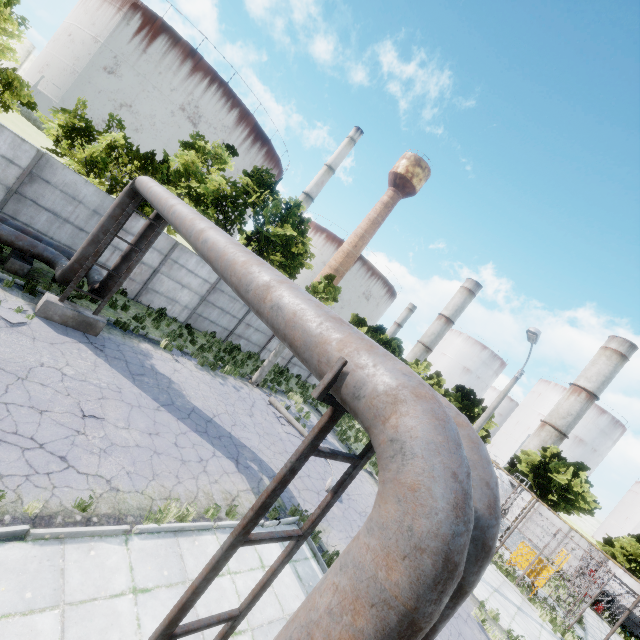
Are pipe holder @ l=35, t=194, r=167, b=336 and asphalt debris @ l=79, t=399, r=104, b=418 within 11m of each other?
yes

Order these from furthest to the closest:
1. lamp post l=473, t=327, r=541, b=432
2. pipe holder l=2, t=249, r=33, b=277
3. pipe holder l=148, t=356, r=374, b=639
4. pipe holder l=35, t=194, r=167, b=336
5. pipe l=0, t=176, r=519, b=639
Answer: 1. lamp post l=473, t=327, r=541, b=432
2. pipe holder l=2, t=249, r=33, b=277
3. pipe holder l=35, t=194, r=167, b=336
4. pipe holder l=148, t=356, r=374, b=639
5. pipe l=0, t=176, r=519, b=639

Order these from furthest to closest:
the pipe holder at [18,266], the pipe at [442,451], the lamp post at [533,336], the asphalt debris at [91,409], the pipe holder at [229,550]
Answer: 1. the lamp post at [533,336]
2. the pipe holder at [18,266]
3. the asphalt debris at [91,409]
4. the pipe holder at [229,550]
5. the pipe at [442,451]

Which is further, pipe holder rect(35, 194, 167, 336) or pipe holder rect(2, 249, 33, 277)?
pipe holder rect(2, 249, 33, 277)

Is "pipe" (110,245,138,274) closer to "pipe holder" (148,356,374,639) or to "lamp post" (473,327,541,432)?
"pipe holder" (148,356,374,639)

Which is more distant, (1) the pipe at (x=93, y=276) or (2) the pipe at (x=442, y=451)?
(1) the pipe at (x=93, y=276)

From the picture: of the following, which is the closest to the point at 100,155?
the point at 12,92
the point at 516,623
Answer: the point at 12,92

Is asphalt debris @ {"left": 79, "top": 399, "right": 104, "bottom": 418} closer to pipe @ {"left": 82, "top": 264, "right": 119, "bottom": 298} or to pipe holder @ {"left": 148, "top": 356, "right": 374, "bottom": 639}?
pipe @ {"left": 82, "top": 264, "right": 119, "bottom": 298}
